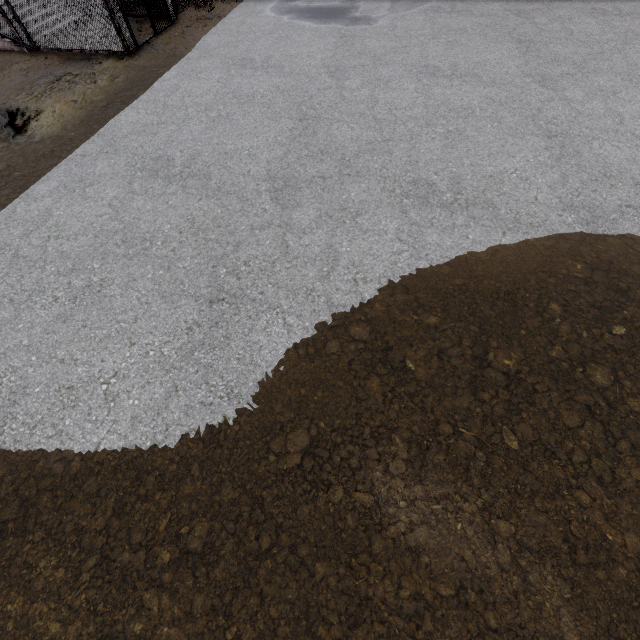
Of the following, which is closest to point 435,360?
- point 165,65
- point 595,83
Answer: point 595,83
